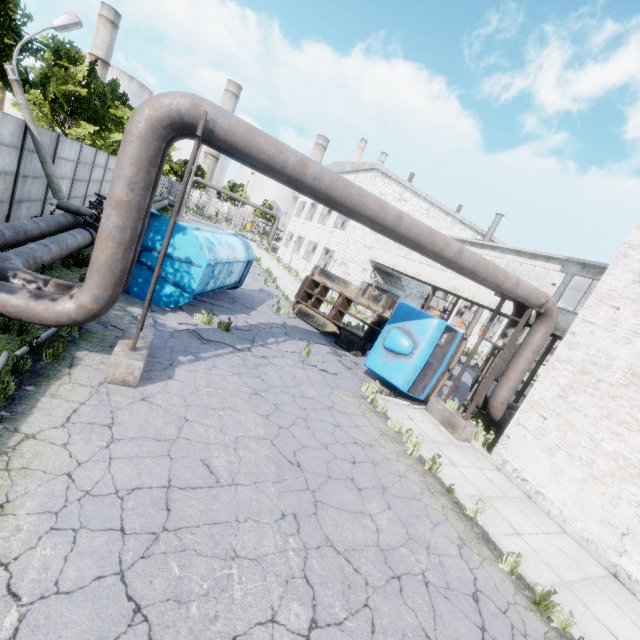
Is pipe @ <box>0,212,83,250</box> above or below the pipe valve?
below

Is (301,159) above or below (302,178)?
above

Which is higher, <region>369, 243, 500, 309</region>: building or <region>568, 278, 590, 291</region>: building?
<region>568, 278, 590, 291</region>: building

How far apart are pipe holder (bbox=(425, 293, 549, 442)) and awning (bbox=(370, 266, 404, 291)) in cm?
1615

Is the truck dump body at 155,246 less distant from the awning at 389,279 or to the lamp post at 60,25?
the lamp post at 60,25

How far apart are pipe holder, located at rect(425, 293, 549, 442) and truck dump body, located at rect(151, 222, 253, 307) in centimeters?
902cm

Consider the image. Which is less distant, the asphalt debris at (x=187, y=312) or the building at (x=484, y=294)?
the asphalt debris at (x=187, y=312)

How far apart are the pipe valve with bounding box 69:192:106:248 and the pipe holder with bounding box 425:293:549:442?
13.0 meters
